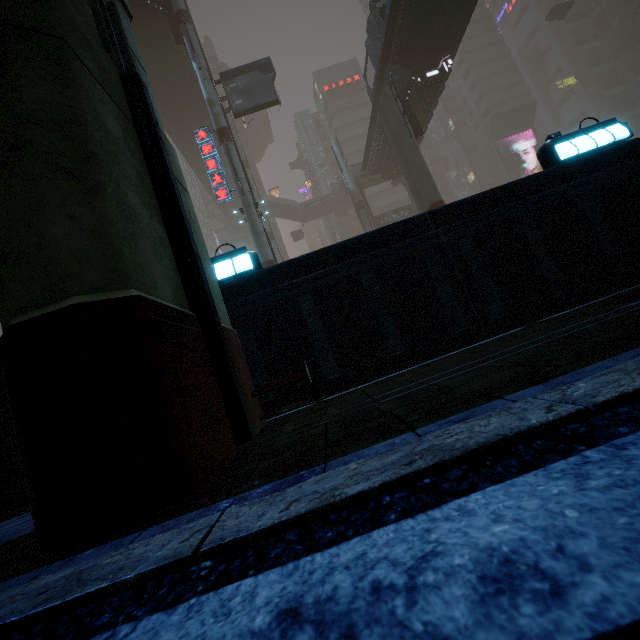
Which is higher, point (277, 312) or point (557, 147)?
point (557, 147)

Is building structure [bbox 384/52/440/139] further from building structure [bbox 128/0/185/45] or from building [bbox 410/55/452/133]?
building structure [bbox 128/0/185/45]

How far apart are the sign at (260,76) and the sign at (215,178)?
4.5 meters

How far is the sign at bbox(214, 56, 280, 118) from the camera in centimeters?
2131cm

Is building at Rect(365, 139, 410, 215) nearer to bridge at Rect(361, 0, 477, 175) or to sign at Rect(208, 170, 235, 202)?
bridge at Rect(361, 0, 477, 175)

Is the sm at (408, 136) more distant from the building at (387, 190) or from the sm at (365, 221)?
the sm at (365, 221)

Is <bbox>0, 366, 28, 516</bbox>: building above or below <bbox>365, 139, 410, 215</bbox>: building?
below

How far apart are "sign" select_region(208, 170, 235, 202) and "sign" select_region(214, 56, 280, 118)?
4.45m
